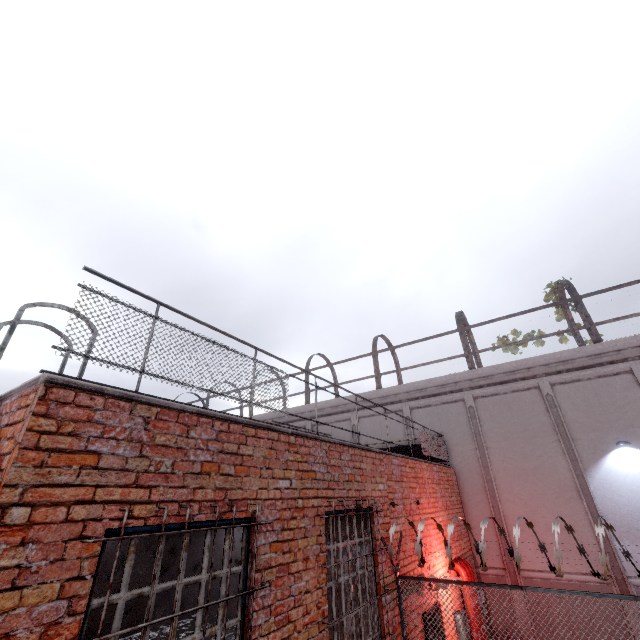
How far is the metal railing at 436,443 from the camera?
2.9m

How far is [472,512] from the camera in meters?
10.7

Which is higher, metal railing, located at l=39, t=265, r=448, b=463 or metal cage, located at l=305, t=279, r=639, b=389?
metal cage, located at l=305, t=279, r=639, b=389

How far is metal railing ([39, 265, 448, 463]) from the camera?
2.9 meters

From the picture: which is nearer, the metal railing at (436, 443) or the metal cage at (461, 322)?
the metal railing at (436, 443)

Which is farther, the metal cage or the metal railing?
the metal cage
